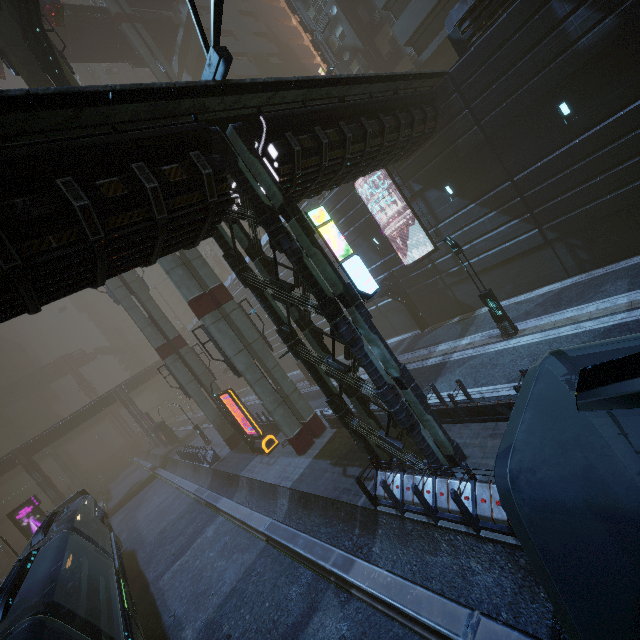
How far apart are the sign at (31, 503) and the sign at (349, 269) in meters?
39.8

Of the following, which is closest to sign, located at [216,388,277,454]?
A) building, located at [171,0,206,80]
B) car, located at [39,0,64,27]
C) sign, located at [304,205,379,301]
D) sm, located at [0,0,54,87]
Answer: building, located at [171,0,206,80]

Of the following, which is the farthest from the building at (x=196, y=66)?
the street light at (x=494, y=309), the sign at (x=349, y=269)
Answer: the street light at (x=494, y=309)

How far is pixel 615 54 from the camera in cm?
1212

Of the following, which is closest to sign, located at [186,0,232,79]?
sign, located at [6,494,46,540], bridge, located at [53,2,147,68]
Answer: bridge, located at [53,2,147,68]

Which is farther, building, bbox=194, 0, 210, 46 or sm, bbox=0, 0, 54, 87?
building, bbox=194, 0, 210, 46

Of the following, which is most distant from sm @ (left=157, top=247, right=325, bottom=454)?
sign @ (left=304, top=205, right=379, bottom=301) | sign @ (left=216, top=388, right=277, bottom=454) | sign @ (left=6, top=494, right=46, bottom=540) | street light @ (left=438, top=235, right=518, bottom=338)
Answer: sign @ (left=6, top=494, right=46, bottom=540)

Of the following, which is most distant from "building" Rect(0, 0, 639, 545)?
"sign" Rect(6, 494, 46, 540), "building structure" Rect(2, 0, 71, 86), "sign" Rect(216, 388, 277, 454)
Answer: "building structure" Rect(2, 0, 71, 86)
